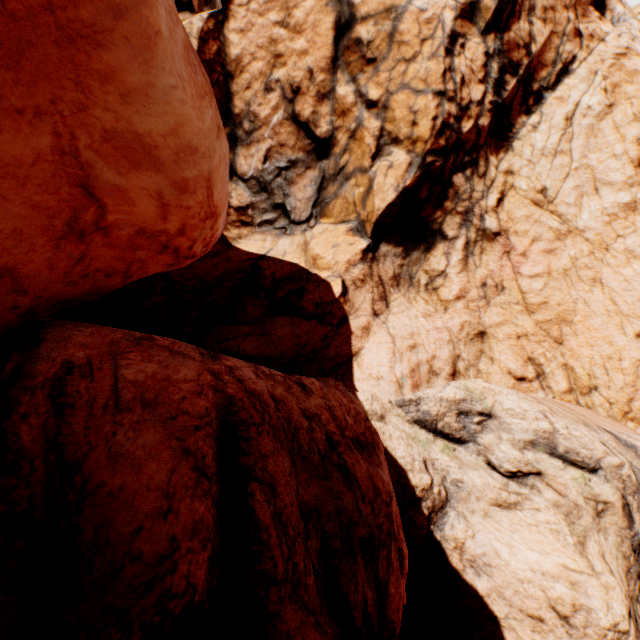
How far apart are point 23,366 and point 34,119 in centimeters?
265cm
